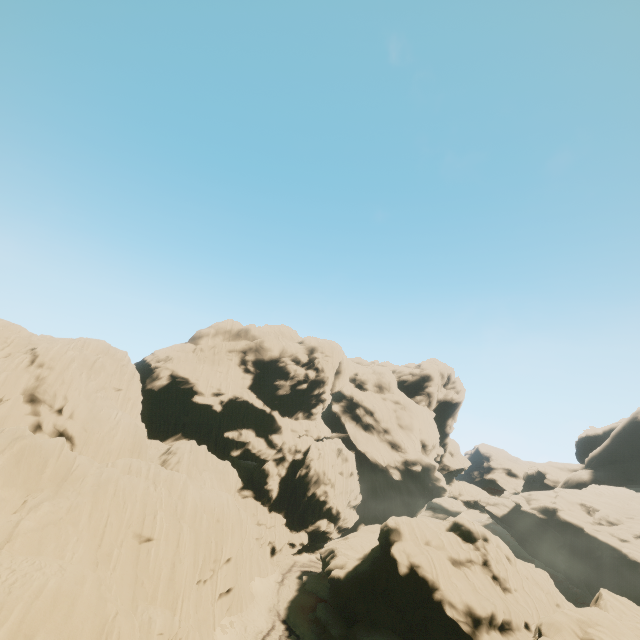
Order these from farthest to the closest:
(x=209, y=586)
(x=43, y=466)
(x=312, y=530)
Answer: (x=312, y=530) → (x=209, y=586) → (x=43, y=466)
